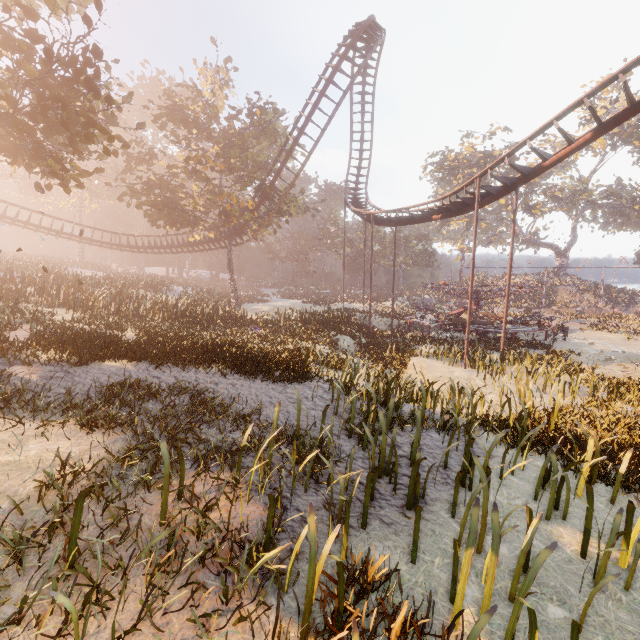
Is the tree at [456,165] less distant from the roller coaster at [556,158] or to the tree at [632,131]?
the tree at [632,131]

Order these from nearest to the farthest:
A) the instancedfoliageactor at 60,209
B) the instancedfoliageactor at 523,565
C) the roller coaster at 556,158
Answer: the instancedfoliageactor at 523,565
the roller coaster at 556,158
the instancedfoliageactor at 60,209

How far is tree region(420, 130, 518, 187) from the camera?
45.7 meters

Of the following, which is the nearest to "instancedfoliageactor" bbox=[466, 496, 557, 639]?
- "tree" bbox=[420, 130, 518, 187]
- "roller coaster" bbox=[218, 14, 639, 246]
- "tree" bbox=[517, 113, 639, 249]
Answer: "roller coaster" bbox=[218, 14, 639, 246]

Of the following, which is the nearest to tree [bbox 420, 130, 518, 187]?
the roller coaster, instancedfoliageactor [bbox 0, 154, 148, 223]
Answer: the roller coaster

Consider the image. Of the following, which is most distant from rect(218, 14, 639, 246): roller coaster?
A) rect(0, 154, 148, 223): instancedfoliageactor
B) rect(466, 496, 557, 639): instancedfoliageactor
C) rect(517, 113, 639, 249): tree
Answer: rect(517, 113, 639, 249): tree

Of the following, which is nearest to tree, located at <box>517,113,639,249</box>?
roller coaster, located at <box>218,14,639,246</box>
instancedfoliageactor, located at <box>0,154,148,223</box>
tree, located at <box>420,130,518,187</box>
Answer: tree, located at <box>420,130,518,187</box>

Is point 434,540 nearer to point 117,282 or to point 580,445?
point 580,445
